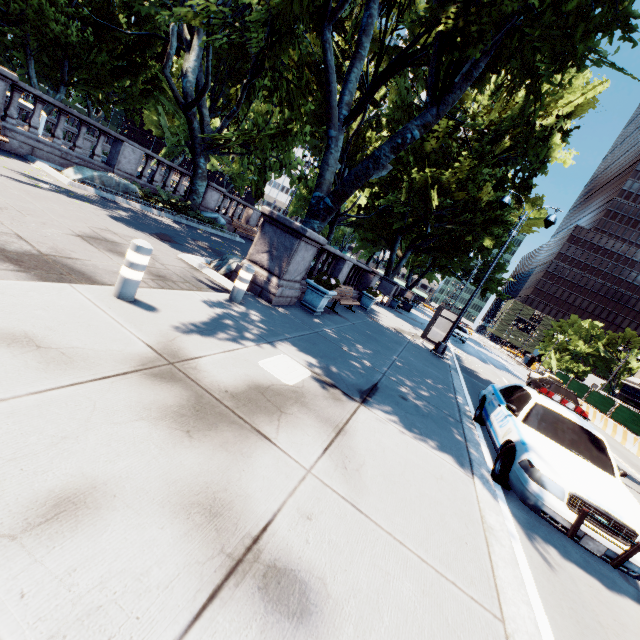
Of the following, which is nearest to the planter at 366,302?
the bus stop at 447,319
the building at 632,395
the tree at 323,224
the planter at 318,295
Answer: the bus stop at 447,319

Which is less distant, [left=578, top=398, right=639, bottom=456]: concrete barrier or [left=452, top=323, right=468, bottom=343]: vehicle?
[left=578, top=398, right=639, bottom=456]: concrete barrier

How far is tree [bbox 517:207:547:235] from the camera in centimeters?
3625cm

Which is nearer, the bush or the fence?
the bush

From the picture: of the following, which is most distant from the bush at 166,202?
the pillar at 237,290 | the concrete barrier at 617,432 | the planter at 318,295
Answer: → the concrete barrier at 617,432

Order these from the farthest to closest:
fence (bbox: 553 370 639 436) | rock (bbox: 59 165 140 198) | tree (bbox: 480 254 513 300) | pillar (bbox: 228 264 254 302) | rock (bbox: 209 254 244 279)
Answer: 1. tree (bbox: 480 254 513 300)
2. fence (bbox: 553 370 639 436)
3. rock (bbox: 59 165 140 198)
4. rock (bbox: 209 254 244 279)
5. pillar (bbox: 228 264 254 302)

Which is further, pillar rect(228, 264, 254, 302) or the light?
the light

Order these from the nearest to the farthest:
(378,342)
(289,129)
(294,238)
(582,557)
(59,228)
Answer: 1. (582,557)
2. (59,228)
3. (294,238)
4. (378,342)
5. (289,129)
